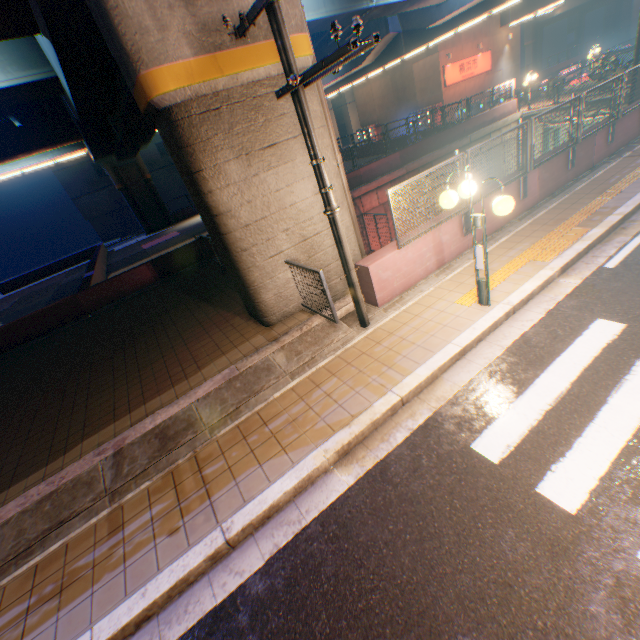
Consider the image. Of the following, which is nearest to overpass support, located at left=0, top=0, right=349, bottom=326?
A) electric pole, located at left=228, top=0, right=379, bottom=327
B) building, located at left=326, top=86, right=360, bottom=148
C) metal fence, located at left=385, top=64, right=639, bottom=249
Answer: metal fence, located at left=385, top=64, right=639, bottom=249

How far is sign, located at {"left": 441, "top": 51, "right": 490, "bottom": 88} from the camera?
28.94m

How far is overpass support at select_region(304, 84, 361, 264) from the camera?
6.4m

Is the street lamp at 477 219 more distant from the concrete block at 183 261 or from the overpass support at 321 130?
the concrete block at 183 261

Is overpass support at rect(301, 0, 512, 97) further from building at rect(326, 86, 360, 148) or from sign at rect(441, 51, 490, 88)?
building at rect(326, 86, 360, 148)

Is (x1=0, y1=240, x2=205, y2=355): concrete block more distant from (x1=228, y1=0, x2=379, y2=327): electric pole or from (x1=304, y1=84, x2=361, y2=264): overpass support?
(x1=228, y1=0, x2=379, y2=327): electric pole

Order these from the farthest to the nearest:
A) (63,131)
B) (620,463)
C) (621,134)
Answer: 1. (63,131)
2. (621,134)
3. (620,463)

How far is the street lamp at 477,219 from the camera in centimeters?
458cm
